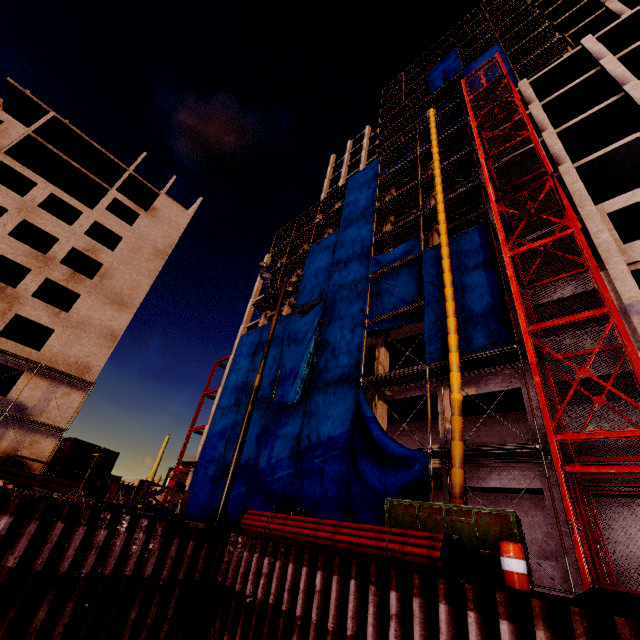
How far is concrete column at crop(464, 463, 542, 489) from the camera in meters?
12.3

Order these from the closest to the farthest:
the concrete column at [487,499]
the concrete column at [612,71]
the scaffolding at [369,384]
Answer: the scaffolding at [369,384]
the concrete column at [487,499]
the concrete column at [612,71]

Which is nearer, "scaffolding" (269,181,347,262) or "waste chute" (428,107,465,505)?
"waste chute" (428,107,465,505)

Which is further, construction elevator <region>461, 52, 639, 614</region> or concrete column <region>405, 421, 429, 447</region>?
concrete column <region>405, 421, 429, 447</region>

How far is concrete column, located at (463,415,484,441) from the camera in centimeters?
1836cm

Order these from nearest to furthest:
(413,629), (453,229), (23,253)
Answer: (413,629), (453,229), (23,253)

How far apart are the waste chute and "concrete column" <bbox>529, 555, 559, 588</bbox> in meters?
2.2

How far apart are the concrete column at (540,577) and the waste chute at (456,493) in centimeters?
219cm
